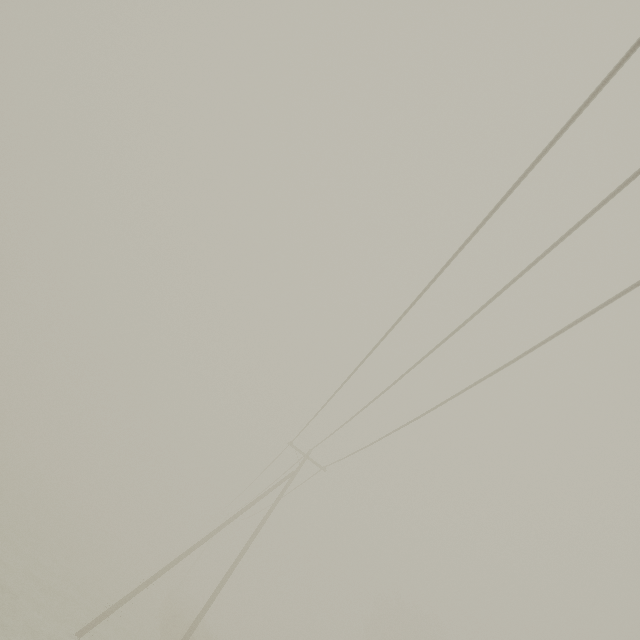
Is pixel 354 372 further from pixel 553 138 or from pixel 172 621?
pixel 172 621
